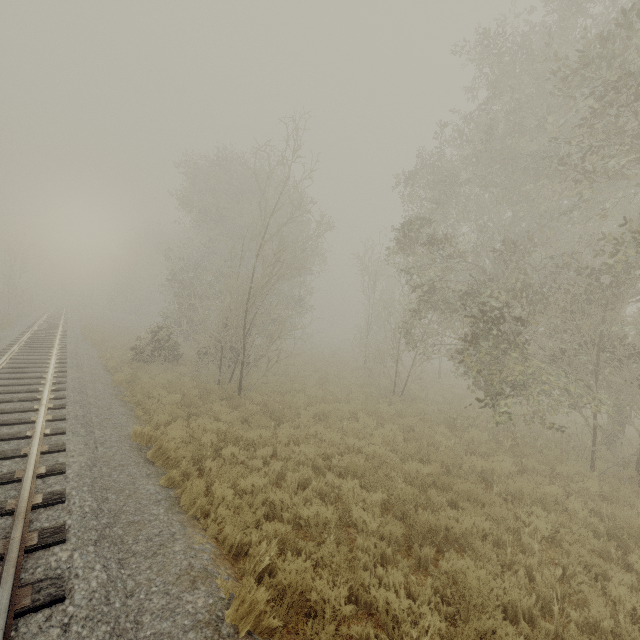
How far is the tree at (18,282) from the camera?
33.6 meters

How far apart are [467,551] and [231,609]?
3.81m

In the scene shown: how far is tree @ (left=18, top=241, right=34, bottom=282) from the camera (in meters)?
33.59
